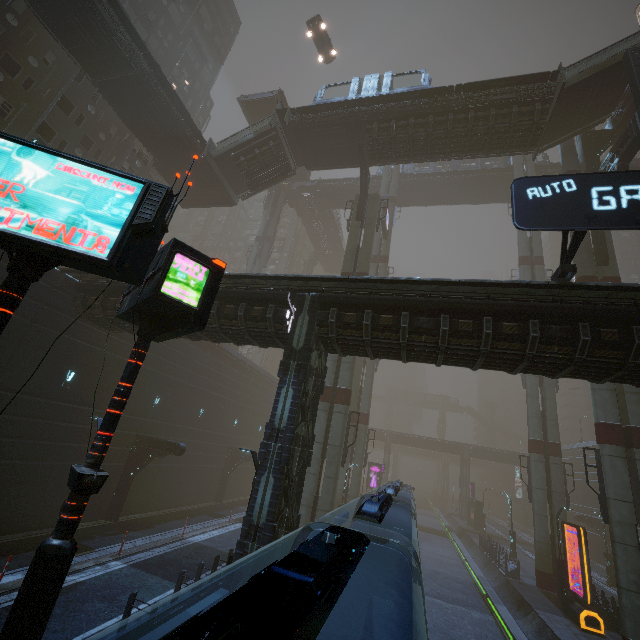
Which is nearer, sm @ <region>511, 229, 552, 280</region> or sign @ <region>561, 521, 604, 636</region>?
sign @ <region>561, 521, 604, 636</region>

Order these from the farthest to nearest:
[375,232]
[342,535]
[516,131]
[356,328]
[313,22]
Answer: [375,232] → [313,22] → [516,131] → [356,328] → [342,535]

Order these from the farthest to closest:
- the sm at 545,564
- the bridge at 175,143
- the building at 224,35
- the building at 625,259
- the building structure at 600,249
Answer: the building at 625,259 < the building at 224,35 < the sm at 545,564 < the building structure at 600,249 < the bridge at 175,143

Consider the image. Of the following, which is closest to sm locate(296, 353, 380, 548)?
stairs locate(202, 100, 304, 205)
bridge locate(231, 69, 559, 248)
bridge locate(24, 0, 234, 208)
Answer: bridge locate(231, 69, 559, 248)

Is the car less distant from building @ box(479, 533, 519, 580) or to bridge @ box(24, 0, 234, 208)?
building @ box(479, 533, 519, 580)

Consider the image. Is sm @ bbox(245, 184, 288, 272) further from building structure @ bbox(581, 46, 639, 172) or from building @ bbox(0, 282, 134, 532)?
building structure @ bbox(581, 46, 639, 172)

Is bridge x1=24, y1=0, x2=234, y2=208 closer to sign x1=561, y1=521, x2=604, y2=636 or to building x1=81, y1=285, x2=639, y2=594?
building x1=81, y1=285, x2=639, y2=594

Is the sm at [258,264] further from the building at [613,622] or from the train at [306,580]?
the train at [306,580]
